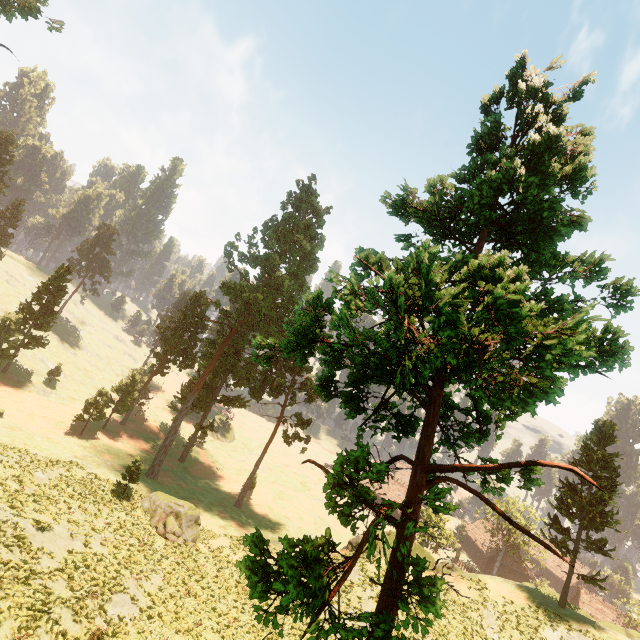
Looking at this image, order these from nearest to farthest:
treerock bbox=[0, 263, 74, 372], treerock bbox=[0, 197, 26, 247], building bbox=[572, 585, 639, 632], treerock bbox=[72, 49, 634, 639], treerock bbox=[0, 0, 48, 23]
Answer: treerock bbox=[72, 49, 634, 639] < treerock bbox=[0, 0, 48, 23] < treerock bbox=[0, 263, 74, 372] < building bbox=[572, 585, 639, 632] < treerock bbox=[0, 197, 26, 247]

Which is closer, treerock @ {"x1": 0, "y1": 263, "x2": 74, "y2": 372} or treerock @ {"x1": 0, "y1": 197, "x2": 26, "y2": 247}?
treerock @ {"x1": 0, "y1": 263, "x2": 74, "y2": 372}

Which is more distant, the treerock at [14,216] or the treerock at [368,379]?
the treerock at [14,216]

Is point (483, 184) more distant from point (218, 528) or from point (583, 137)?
point (218, 528)

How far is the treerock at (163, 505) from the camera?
27.2m

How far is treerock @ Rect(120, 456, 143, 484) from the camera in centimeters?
2906cm

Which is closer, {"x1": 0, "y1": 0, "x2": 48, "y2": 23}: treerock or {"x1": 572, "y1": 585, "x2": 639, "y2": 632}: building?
{"x1": 0, "y1": 0, "x2": 48, "y2": 23}: treerock
